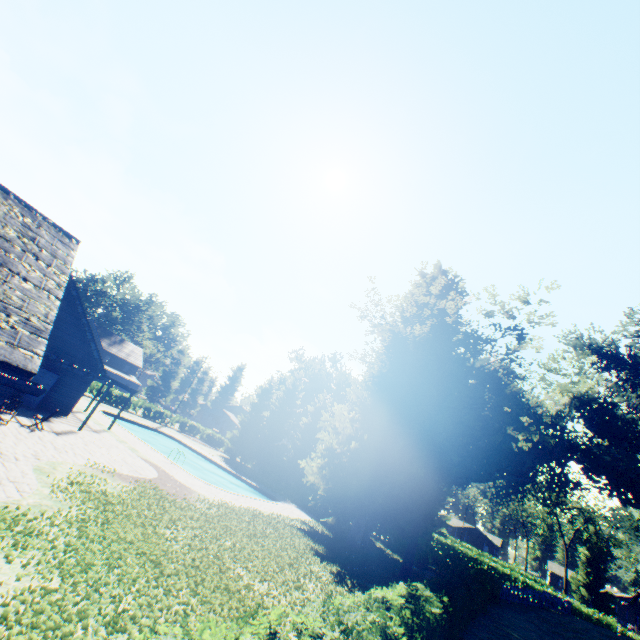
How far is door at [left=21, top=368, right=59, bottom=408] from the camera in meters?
19.3

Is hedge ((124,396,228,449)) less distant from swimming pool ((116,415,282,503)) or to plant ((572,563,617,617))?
plant ((572,563,617,617))

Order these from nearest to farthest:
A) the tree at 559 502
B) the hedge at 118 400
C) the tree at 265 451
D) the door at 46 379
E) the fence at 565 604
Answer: the door at 46 379
the fence at 565 604
the tree at 265 451
the hedge at 118 400
the tree at 559 502

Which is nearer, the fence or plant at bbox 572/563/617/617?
the fence

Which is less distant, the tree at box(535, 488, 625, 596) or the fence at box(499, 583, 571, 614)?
the fence at box(499, 583, 571, 614)

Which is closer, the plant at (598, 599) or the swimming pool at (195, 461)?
the swimming pool at (195, 461)

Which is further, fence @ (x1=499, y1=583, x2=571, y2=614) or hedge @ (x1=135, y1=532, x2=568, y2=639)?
fence @ (x1=499, y1=583, x2=571, y2=614)

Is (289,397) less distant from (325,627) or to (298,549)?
(298,549)
